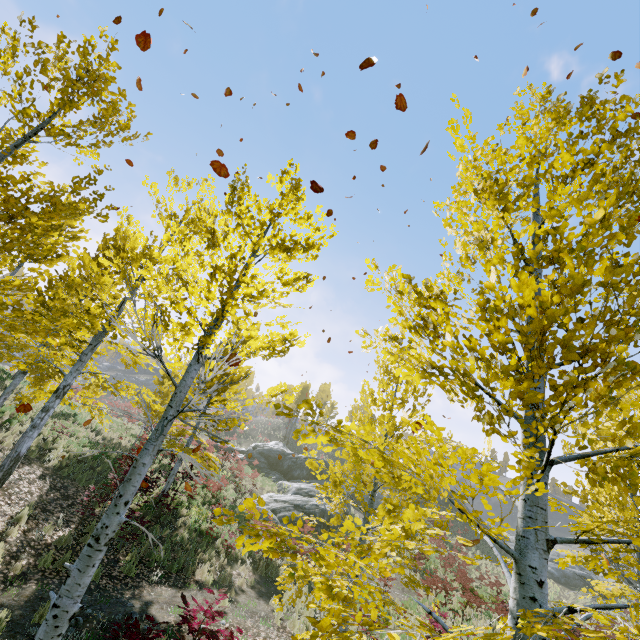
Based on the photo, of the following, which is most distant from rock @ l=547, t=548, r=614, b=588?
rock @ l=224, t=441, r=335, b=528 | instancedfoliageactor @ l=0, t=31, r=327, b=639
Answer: instancedfoliageactor @ l=0, t=31, r=327, b=639

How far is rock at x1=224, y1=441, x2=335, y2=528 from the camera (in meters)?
19.12

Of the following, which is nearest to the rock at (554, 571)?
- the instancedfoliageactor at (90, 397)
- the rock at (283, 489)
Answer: the rock at (283, 489)

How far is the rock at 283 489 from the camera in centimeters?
1912cm

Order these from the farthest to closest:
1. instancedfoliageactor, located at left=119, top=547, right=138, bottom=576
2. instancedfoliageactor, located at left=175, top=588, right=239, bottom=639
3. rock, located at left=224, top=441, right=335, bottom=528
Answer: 1. rock, located at left=224, top=441, right=335, bottom=528
2. instancedfoliageactor, located at left=119, top=547, right=138, bottom=576
3. instancedfoliageactor, located at left=175, top=588, right=239, bottom=639

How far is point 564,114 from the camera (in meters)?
3.27

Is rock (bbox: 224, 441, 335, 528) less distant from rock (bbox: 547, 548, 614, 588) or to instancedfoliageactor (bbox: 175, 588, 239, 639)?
instancedfoliageactor (bbox: 175, 588, 239, 639)
